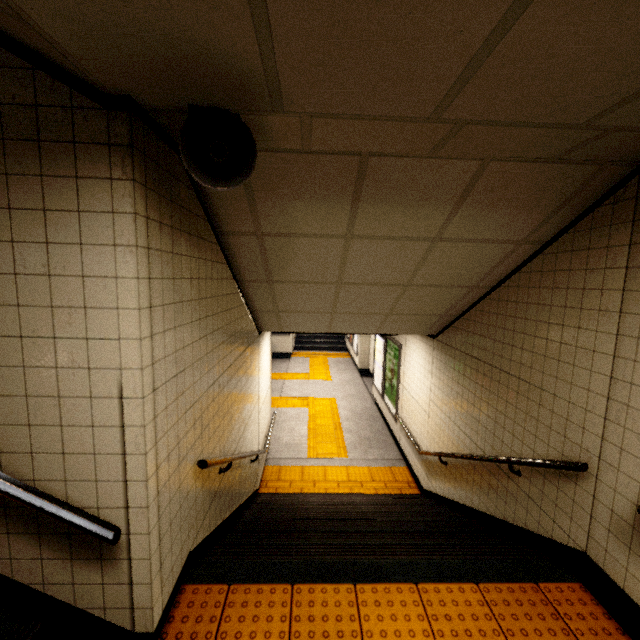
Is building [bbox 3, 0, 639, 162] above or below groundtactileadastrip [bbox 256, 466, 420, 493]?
above

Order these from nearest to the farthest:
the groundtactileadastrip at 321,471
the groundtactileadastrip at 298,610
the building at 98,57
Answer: the building at 98,57 < the groundtactileadastrip at 298,610 < the groundtactileadastrip at 321,471

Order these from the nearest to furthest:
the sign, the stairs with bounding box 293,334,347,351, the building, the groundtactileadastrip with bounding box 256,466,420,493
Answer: the building, the groundtactileadastrip with bounding box 256,466,420,493, the sign, the stairs with bounding box 293,334,347,351

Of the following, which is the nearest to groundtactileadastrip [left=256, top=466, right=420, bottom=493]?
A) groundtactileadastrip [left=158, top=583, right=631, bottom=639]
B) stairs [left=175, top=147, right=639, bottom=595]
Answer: stairs [left=175, top=147, right=639, bottom=595]

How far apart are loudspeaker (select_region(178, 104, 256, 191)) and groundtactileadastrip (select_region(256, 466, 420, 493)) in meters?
5.5

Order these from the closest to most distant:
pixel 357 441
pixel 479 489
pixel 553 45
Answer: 1. pixel 553 45
2. pixel 479 489
3. pixel 357 441

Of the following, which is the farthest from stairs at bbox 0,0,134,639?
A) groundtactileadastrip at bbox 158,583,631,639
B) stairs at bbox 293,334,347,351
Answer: stairs at bbox 293,334,347,351

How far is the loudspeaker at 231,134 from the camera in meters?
1.2 m
